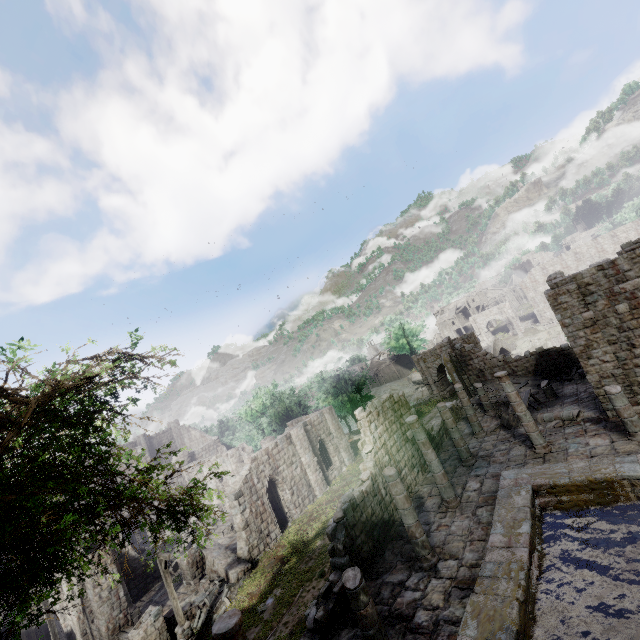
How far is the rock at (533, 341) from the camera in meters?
51.2 m

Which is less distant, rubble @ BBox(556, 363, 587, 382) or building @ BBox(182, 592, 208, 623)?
building @ BBox(182, 592, 208, 623)

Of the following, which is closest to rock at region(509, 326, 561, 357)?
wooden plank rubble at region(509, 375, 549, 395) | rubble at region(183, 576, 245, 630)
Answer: wooden plank rubble at region(509, 375, 549, 395)

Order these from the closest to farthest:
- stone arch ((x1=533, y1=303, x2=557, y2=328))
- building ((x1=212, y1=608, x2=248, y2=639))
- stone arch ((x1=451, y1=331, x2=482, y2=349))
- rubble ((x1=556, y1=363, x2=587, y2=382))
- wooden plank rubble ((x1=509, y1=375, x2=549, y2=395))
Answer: building ((x1=212, y1=608, x2=248, y2=639)), rubble ((x1=556, y1=363, x2=587, y2=382)), wooden plank rubble ((x1=509, y1=375, x2=549, y2=395)), stone arch ((x1=451, y1=331, x2=482, y2=349)), stone arch ((x1=533, y1=303, x2=557, y2=328))

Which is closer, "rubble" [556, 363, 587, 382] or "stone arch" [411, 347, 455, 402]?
"rubble" [556, 363, 587, 382]

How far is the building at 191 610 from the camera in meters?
17.3 m

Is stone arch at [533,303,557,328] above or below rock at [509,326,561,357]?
above

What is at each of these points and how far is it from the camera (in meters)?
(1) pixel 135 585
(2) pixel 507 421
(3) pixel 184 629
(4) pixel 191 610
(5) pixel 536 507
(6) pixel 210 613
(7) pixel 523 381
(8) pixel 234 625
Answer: (1) building, 23.89
(2) broken furniture, 19.42
(3) wooden lamp post, 15.50
(4) building, 17.55
(5) building, 11.85
(6) rubble, 17.44
(7) wooden plank rubble, 24.61
(8) building, 6.23
